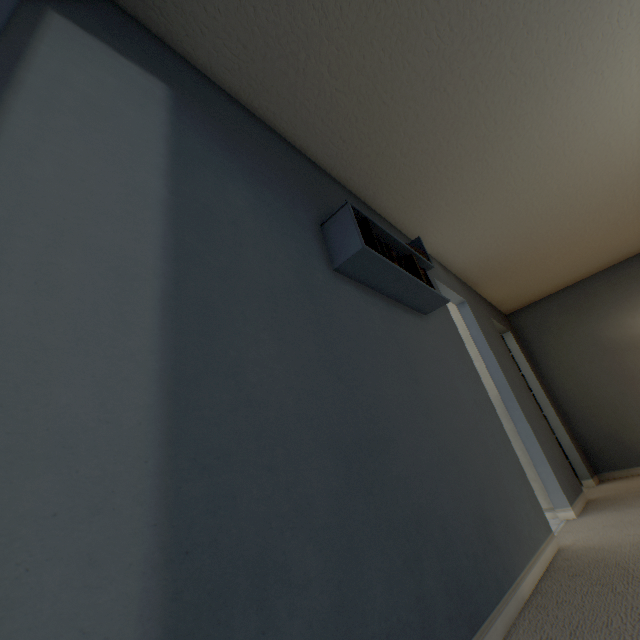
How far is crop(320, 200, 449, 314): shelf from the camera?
1.55m

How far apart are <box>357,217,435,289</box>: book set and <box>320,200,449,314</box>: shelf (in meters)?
0.01

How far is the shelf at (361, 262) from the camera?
1.5m

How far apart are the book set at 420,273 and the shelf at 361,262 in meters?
0.0 m

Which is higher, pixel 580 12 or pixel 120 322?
pixel 580 12

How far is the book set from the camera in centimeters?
161cm
